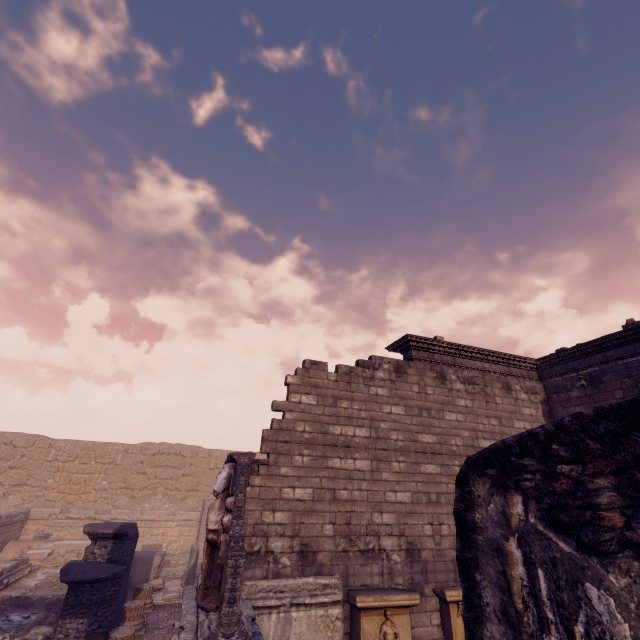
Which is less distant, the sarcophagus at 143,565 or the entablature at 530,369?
the entablature at 530,369

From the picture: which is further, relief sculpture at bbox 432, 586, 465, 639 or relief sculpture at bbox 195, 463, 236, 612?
relief sculpture at bbox 432, 586, 465, 639

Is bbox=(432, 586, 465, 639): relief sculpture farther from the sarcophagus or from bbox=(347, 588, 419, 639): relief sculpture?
the sarcophagus

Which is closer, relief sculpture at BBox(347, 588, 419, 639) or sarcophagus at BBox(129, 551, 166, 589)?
relief sculpture at BBox(347, 588, 419, 639)

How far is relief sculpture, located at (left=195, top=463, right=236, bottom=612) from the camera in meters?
4.9

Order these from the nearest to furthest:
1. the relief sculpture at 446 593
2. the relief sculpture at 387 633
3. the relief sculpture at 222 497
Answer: the relief sculpture at 222 497 → the relief sculpture at 387 633 → the relief sculpture at 446 593

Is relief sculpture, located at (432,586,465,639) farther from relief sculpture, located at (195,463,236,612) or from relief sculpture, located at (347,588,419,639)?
relief sculpture, located at (195,463,236,612)

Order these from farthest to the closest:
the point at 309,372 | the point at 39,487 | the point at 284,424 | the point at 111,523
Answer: the point at 39,487, the point at 111,523, the point at 309,372, the point at 284,424
